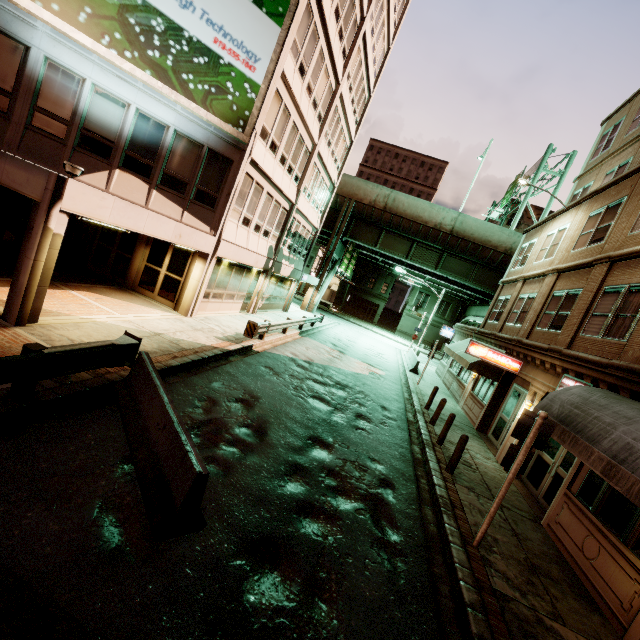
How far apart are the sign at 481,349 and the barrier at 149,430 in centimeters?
1200cm

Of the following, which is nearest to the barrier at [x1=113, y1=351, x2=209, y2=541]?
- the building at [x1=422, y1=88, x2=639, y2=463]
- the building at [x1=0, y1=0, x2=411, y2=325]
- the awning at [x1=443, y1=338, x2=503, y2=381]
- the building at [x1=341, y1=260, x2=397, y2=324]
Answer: the building at [x1=0, y1=0, x2=411, y2=325]

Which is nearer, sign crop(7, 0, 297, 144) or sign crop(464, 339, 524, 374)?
sign crop(7, 0, 297, 144)

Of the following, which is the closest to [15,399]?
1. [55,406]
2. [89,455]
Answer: [55,406]

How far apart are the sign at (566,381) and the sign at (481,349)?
3.1m

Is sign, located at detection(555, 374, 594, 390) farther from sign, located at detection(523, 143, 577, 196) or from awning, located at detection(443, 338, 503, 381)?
sign, located at detection(523, 143, 577, 196)

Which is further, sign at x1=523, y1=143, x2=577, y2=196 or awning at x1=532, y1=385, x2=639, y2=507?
sign at x1=523, y1=143, x2=577, y2=196

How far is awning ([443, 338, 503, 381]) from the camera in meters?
15.2 m
